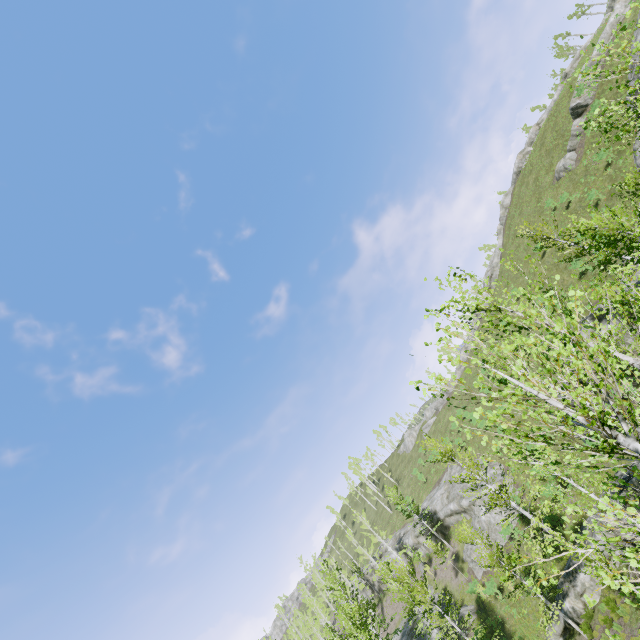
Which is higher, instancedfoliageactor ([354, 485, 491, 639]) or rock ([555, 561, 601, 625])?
instancedfoliageactor ([354, 485, 491, 639])

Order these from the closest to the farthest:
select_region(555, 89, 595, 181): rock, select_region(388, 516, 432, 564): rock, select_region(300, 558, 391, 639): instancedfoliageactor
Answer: select_region(300, 558, 391, 639): instancedfoliageactor → select_region(555, 89, 595, 181): rock → select_region(388, 516, 432, 564): rock

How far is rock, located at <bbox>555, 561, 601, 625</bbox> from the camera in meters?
18.5

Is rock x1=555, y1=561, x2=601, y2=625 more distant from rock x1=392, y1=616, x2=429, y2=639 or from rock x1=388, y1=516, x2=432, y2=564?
rock x1=392, y1=616, x2=429, y2=639

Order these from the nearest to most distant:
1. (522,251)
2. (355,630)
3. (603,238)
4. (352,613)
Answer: (603,238) < (355,630) < (352,613) < (522,251)

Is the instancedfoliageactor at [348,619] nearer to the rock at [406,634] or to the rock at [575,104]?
the rock at [406,634]

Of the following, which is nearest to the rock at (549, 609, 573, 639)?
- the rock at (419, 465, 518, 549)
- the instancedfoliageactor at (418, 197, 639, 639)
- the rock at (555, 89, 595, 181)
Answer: the instancedfoliageactor at (418, 197, 639, 639)

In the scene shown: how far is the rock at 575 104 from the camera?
33.91m
